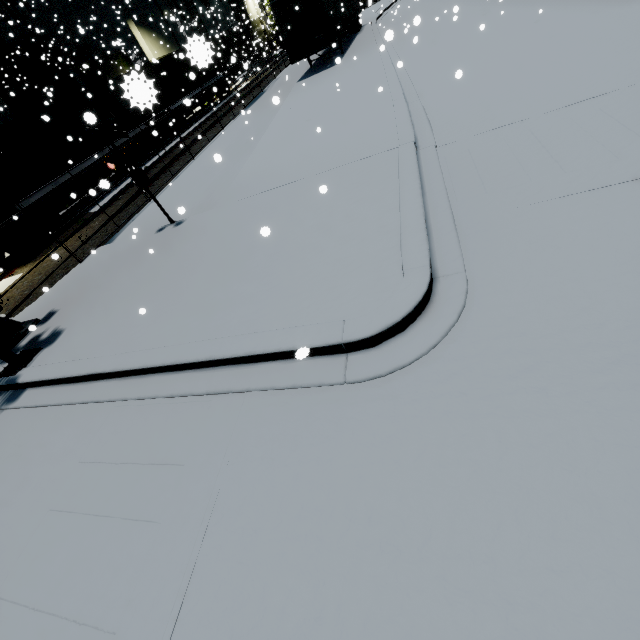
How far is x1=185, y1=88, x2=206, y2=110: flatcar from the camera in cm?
2352

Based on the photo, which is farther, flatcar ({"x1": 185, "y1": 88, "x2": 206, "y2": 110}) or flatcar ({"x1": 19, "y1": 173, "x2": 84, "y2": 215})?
flatcar ({"x1": 185, "y1": 88, "x2": 206, "y2": 110})

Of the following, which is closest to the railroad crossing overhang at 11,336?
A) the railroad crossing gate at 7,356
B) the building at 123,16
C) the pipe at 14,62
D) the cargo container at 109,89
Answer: the railroad crossing gate at 7,356

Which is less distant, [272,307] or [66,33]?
[272,307]

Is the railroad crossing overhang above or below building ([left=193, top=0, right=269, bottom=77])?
below

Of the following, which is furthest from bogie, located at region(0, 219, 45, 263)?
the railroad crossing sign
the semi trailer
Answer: the semi trailer

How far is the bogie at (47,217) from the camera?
→ 13.97m

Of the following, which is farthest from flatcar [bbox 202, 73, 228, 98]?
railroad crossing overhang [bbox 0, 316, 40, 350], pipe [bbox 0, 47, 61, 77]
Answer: railroad crossing overhang [bbox 0, 316, 40, 350]
